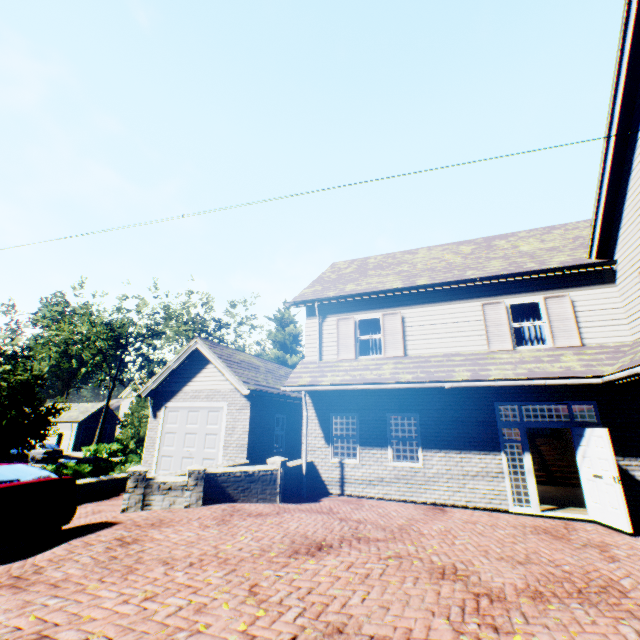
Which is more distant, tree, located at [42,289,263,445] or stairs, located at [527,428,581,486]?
tree, located at [42,289,263,445]

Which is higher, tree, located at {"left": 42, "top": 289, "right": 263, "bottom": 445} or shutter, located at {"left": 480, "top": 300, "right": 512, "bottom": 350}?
tree, located at {"left": 42, "top": 289, "right": 263, "bottom": 445}

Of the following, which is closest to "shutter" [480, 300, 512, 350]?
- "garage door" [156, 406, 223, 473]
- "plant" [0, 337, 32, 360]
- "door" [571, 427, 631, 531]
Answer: "door" [571, 427, 631, 531]

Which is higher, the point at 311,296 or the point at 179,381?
the point at 311,296

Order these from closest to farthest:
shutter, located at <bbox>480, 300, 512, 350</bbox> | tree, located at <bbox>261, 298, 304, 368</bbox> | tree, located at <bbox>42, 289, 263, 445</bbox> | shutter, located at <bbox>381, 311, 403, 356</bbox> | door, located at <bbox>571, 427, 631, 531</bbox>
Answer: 1. door, located at <bbox>571, 427, 631, 531</bbox>
2. shutter, located at <bbox>480, 300, 512, 350</bbox>
3. shutter, located at <bbox>381, 311, 403, 356</bbox>
4. tree, located at <bbox>261, 298, 304, 368</bbox>
5. tree, located at <bbox>42, 289, 263, 445</bbox>

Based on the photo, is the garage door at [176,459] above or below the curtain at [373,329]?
below

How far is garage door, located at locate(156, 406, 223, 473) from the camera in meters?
12.9

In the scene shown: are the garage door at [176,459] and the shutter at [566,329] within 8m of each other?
no
